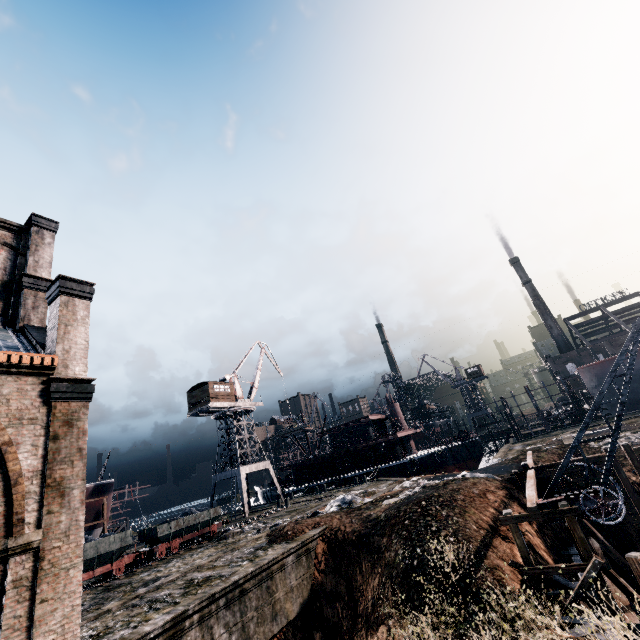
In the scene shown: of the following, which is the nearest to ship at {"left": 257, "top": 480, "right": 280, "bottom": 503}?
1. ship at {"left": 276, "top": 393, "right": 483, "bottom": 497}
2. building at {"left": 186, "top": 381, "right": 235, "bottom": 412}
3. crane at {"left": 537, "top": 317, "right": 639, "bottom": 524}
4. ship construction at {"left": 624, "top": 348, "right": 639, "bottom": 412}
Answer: ship at {"left": 276, "top": 393, "right": 483, "bottom": 497}

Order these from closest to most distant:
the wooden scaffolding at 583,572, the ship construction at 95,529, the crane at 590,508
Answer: the wooden scaffolding at 583,572
the crane at 590,508
the ship construction at 95,529

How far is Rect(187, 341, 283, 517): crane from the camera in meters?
41.8 m

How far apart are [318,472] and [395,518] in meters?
38.0 m

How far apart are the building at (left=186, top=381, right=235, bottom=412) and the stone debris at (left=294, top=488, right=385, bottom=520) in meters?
23.3 m

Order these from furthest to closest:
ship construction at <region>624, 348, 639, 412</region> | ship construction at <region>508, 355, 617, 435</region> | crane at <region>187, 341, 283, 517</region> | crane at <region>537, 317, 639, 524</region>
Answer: crane at <region>187, 341, 283, 517</region>
ship construction at <region>508, 355, 617, 435</region>
ship construction at <region>624, 348, 639, 412</region>
crane at <region>537, 317, 639, 524</region>

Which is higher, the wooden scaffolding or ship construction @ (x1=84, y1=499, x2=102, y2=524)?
ship construction @ (x1=84, y1=499, x2=102, y2=524)

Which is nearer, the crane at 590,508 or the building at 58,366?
the building at 58,366
